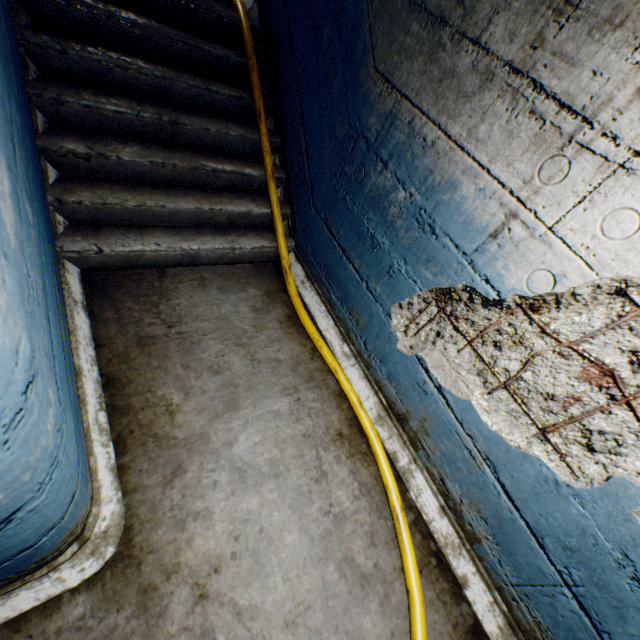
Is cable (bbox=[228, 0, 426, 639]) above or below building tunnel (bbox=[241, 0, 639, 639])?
below

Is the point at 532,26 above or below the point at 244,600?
above

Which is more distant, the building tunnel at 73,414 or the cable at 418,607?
the cable at 418,607

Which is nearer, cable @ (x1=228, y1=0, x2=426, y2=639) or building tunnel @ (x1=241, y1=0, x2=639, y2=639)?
building tunnel @ (x1=241, y1=0, x2=639, y2=639)
